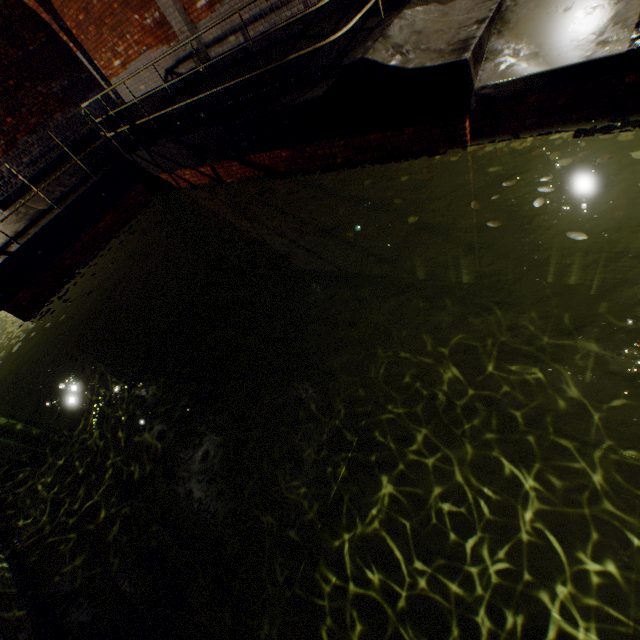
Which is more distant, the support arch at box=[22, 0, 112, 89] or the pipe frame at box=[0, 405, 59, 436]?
the pipe frame at box=[0, 405, 59, 436]

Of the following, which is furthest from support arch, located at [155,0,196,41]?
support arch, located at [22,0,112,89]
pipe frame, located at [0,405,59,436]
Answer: pipe frame, located at [0,405,59,436]

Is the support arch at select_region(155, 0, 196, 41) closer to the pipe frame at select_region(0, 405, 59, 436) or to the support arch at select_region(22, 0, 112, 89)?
the support arch at select_region(22, 0, 112, 89)

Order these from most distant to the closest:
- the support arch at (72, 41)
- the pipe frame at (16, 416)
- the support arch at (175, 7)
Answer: the pipe frame at (16, 416) → the support arch at (72, 41) → the support arch at (175, 7)

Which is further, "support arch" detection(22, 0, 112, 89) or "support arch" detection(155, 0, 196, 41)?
"support arch" detection(22, 0, 112, 89)

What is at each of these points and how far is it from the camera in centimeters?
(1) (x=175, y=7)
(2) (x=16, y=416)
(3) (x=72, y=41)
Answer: (1) support arch, 707cm
(2) pipe frame, 965cm
(3) support arch, 926cm

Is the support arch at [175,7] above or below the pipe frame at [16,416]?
above
